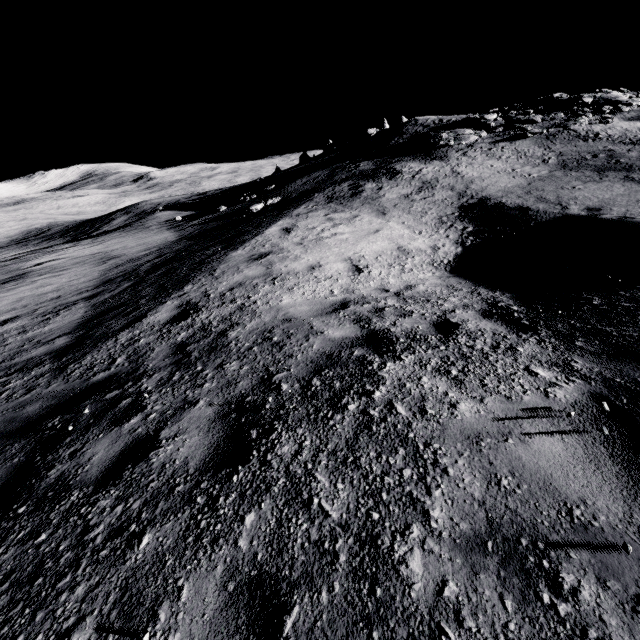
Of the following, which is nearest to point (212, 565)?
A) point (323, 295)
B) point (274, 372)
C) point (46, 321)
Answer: Result: point (274, 372)
